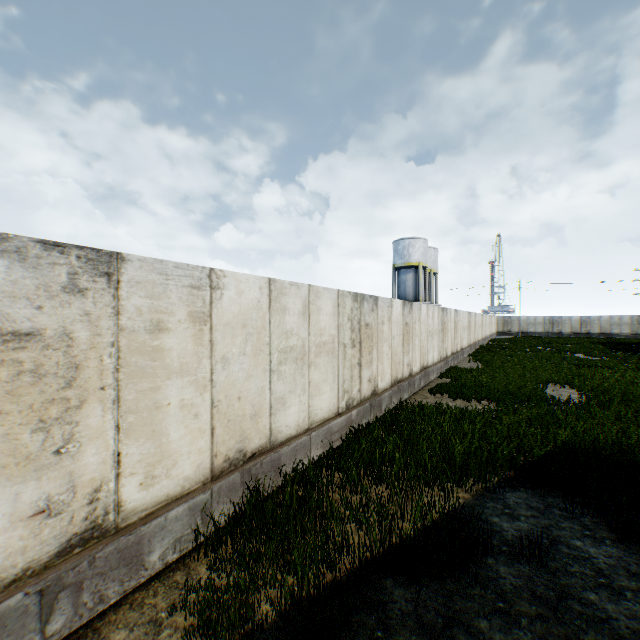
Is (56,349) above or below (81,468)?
above

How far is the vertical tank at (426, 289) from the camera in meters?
37.2 m

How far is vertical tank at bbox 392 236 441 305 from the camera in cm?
3722
